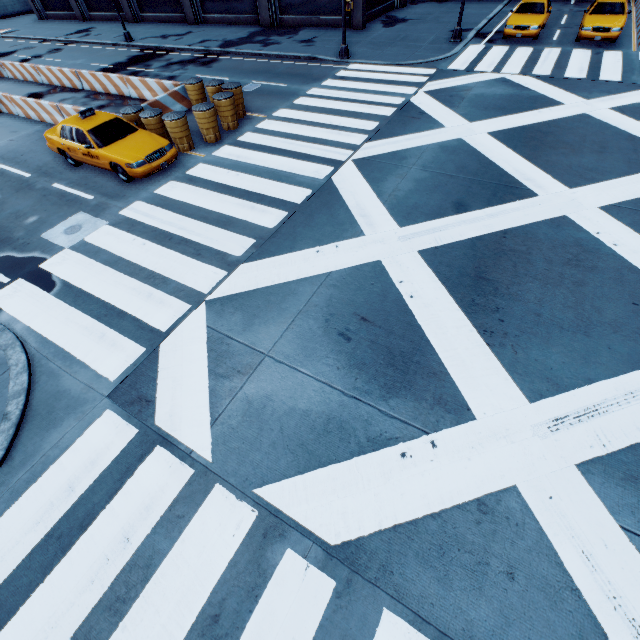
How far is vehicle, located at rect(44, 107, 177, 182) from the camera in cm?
1024

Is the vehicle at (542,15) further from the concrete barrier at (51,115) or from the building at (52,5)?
the concrete barrier at (51,115)

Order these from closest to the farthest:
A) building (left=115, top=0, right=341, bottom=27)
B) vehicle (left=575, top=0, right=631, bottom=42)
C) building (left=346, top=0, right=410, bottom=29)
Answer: vehicle (left=575, top=0, right=631, bottom=42) < building (left=346, top=0, right=410, bottom=29) < building (left=115, top=0, right=341, bottom=27)

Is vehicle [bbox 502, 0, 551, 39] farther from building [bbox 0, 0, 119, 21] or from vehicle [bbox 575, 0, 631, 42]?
building [bbox 0, 0, 119, 21]

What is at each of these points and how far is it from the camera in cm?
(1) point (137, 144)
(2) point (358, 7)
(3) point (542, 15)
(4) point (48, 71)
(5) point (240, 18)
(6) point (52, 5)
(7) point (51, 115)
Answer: (1) vehicle, 1046
(2) building, 2130
(3) vehicle, 1769
(4) concrete barrier, 1867
(5) building, 2597
(6) building, 3475
(7) concrete barrier, 1463

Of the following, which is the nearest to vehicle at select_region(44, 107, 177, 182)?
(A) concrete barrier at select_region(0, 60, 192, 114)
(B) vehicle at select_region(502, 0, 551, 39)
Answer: (A) concrete barrier at select_region(0, 60, 192, 114)

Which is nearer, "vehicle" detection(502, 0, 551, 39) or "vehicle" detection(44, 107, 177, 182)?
"vehicle" detection(44, 107, 177, 182)

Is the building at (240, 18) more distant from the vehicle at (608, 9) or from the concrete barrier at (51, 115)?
the concrete barrier at (51, 115)
